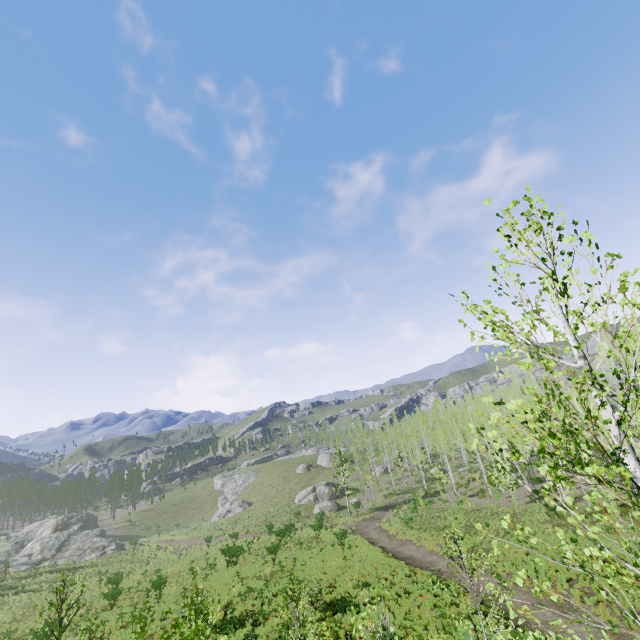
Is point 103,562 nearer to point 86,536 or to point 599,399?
point 86,536

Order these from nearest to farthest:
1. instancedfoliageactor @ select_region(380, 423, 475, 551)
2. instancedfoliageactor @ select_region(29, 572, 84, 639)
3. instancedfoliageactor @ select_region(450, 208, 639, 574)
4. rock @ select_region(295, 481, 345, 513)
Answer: instancedfoliageactor @ select_region(450, 208, 639, 574)
instancedfoliageactor @ select_region(29, 572, 84, 639)
instancedfoliageactor @ select_region(380, 423, 475, 551)
rock @ select_region(295, 481, 345, 513)

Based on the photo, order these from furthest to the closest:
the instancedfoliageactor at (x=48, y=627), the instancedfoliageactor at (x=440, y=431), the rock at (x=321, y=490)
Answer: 1. the rock at (x=321, y=490)
2. the instancedfoliageactor at (x=440, y=431)
3. the instancedfoliageactor at (x=48, y=627)

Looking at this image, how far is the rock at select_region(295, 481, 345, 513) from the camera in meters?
50.6 m

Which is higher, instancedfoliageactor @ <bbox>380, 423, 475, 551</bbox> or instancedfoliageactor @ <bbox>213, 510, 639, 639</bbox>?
instancedfoliageactor @ <bbox>380, 423, 475, 551</bbox>

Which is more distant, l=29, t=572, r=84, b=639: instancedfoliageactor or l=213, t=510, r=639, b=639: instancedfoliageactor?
l=29, t=572, r=84, b=639: instancedfoliageactor

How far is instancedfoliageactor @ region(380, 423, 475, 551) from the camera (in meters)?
30.84

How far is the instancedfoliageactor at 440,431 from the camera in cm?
3084
